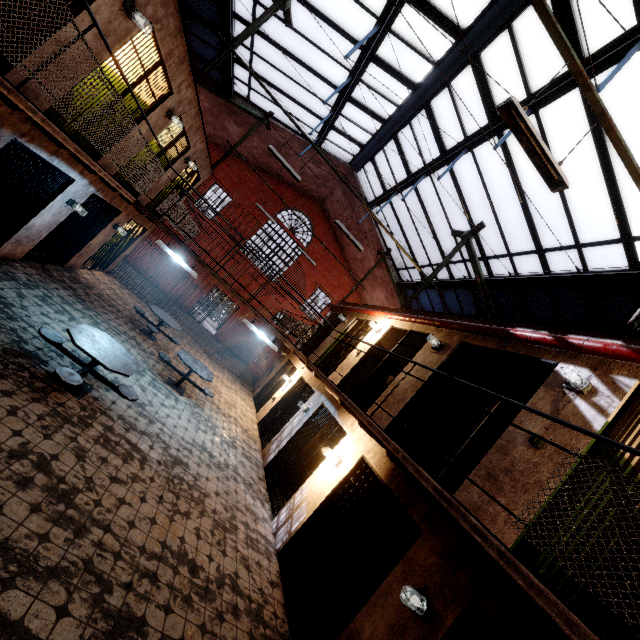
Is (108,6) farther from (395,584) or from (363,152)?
(395,584)

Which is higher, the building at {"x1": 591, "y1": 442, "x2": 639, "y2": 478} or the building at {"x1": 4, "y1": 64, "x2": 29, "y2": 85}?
the building at {"x1": 591, "y1": 442, "x2": 639, "y2": 478}

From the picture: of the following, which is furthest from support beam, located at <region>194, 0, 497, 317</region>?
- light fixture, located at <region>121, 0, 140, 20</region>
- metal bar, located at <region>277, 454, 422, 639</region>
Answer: metal bar, located at <region>277, 454, 422, 639</region>

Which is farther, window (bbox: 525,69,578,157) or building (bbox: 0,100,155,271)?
window (bbox: 525,69,578,157)

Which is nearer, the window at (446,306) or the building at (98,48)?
the building at (98,48)

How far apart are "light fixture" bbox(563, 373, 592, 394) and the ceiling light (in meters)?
2.27

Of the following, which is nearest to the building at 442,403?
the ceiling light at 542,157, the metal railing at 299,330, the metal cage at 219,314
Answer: the ceiling light at 542,157

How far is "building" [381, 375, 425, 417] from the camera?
6.37m
